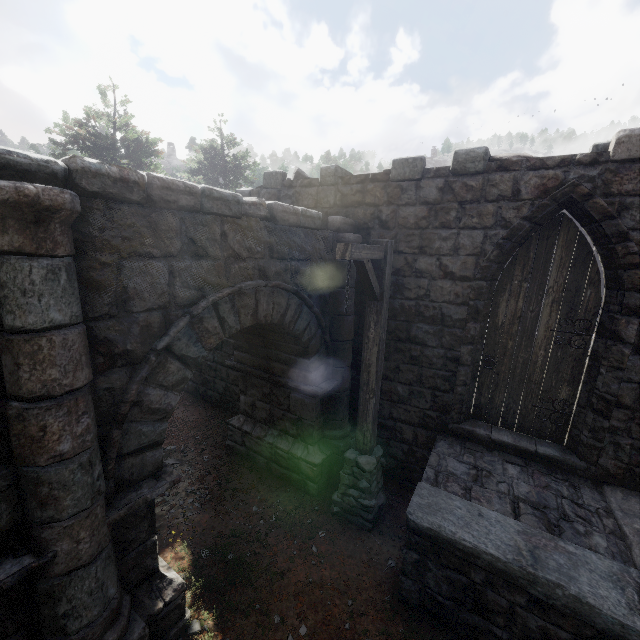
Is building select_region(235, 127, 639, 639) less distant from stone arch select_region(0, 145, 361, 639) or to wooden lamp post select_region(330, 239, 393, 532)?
stone arch select_region(0, 145, 361, 639)

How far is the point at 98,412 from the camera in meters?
2.8 m

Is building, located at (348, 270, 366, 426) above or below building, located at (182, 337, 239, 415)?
above

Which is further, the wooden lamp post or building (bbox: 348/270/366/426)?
building (bbox: 348/270/366/426)

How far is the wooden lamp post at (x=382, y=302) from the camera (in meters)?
4.35

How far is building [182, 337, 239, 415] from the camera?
8.53m

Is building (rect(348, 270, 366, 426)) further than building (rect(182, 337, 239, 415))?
Answer: No

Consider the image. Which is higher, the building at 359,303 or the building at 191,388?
the building at 359,303
